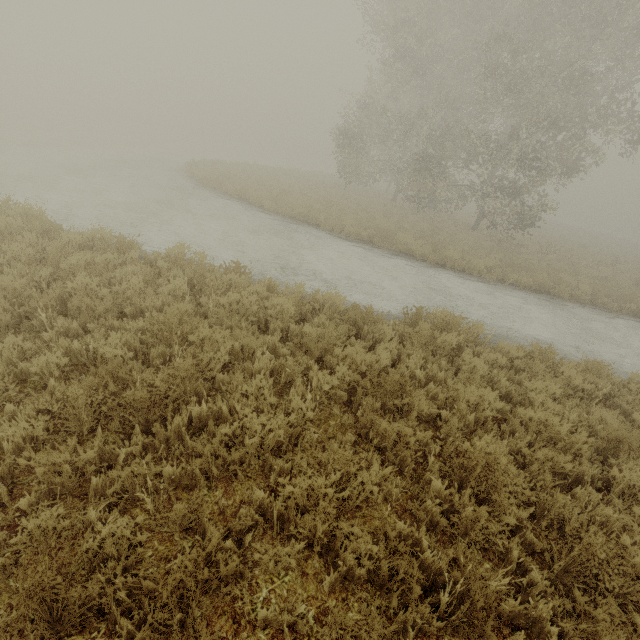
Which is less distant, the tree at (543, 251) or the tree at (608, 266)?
the tree at (543, 251)

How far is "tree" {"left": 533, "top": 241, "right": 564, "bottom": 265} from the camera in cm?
1659

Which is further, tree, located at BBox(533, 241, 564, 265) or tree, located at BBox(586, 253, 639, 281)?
tree, located at BBox(586, 253, 639, 281)

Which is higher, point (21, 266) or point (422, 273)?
point (21, 266)

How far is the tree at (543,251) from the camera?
16.6m
